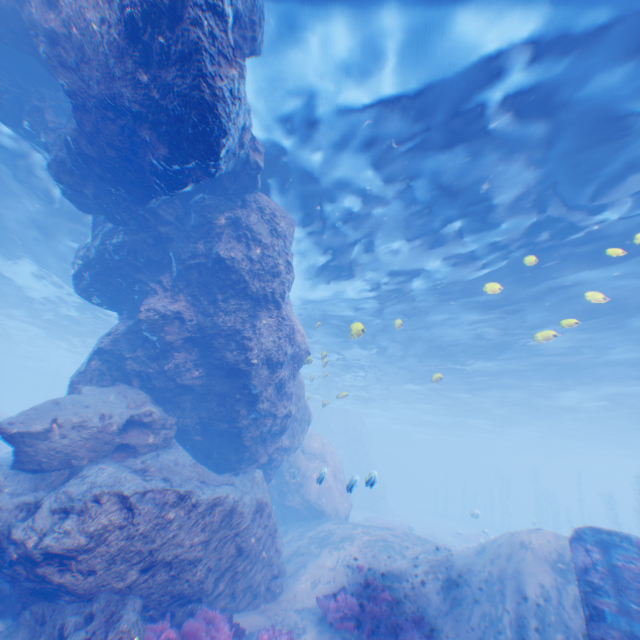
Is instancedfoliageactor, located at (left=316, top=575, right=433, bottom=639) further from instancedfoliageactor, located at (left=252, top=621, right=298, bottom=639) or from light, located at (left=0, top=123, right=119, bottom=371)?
light, located at (left=0, top=123, right=119, bottom=371)

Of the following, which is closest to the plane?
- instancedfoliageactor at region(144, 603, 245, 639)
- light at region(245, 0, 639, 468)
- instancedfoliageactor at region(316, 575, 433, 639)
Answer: light at region(245, 0, 639, 468)

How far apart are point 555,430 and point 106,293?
49.9 meters

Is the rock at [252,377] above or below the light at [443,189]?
below

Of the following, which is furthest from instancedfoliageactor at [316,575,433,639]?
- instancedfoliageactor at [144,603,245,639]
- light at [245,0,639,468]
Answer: light at [245,0,639,468]

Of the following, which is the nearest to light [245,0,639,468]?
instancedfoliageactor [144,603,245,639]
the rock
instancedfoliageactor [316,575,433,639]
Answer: the rock

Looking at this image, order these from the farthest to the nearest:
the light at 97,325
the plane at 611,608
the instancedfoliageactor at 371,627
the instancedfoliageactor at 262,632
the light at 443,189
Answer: the light at 97,325 → the instancedfoliageactor at 371,627 → the instancedfoliageactor at 262,632 → the light at 443,189 → the plane at 611,608
